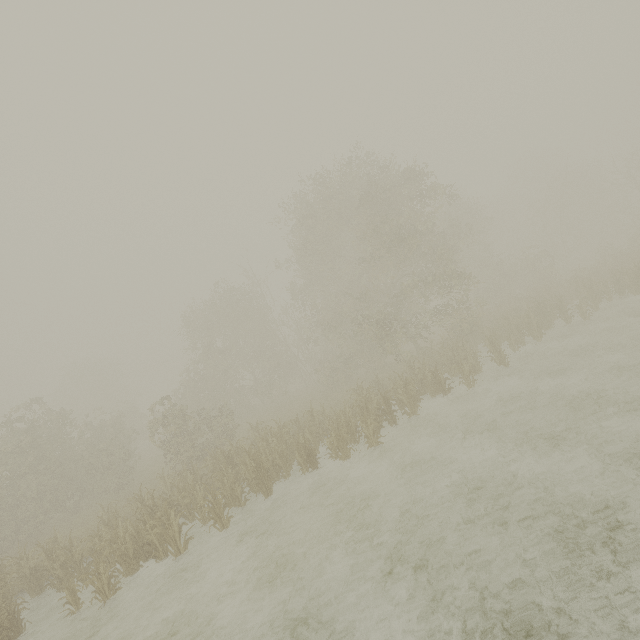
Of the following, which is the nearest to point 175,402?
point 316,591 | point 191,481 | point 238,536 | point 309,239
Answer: point 191,481
